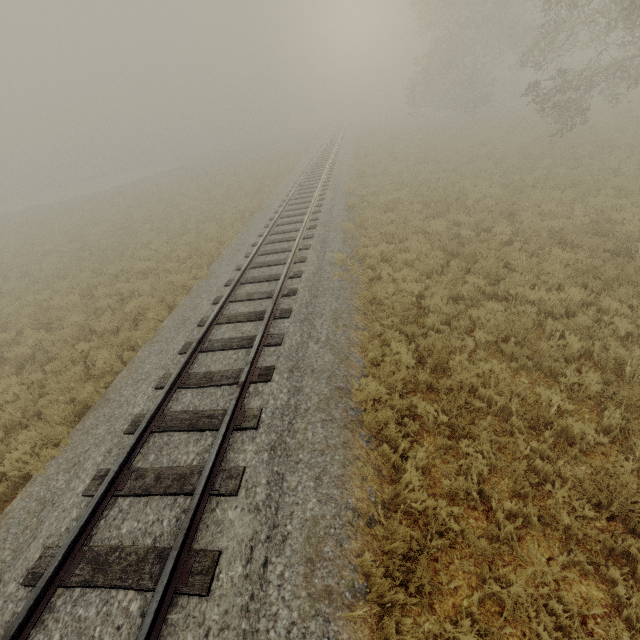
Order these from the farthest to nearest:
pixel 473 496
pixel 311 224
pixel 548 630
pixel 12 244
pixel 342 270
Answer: pixel 12 244
pixel 311 224
pixel 342 270
pixel 473 496
pixel 548 630
